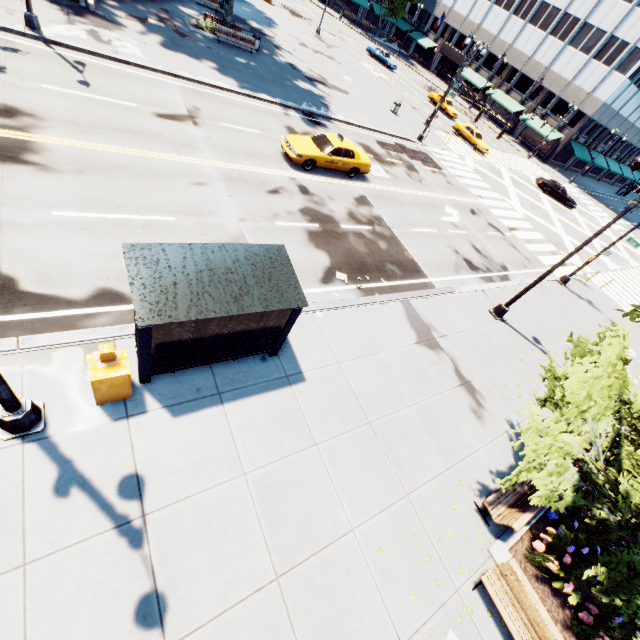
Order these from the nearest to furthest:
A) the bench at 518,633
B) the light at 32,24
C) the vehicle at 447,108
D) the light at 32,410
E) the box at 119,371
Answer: the light at 32,410, the box at 119,371, the bench at 518,633, the light at 32,24, the vehicle at 447,108

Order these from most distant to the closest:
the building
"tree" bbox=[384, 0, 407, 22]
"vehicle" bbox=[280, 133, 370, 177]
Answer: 1. "tree" bbox=[384, 0, 407, 22]
2. the building
3. "vehicle" bbox=[280, 133, 370, 177]

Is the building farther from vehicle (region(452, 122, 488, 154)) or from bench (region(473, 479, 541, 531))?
bench (region(473, 479, 541, 531))

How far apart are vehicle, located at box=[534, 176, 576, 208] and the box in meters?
43.9

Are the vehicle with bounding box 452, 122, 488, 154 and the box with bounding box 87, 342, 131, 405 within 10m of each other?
no

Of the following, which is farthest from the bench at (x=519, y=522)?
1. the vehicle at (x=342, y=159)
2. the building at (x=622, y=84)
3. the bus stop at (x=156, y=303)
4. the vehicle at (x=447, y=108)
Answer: the building at (x=622, y=84)

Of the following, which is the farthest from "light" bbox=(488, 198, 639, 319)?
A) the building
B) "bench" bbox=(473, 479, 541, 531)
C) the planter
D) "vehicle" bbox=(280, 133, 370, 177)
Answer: the building

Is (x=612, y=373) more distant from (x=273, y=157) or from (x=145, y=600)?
Result: (x=273, y=157)
